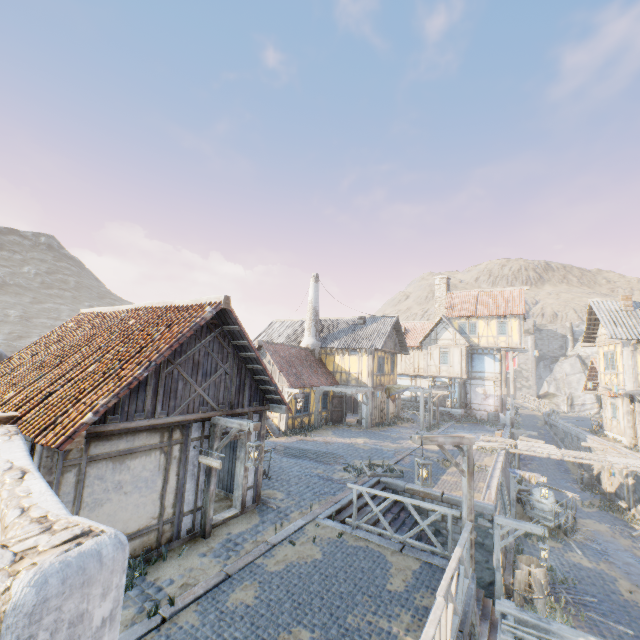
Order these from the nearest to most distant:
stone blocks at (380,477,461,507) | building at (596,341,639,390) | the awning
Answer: the awning → stone blocks at (380,477,461,507) → building at (596,341,639,390)

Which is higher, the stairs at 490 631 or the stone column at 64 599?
the stone column at 64 599

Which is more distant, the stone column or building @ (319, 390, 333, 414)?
building @ (319, 390, 333, 414)

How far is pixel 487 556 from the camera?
10.88m

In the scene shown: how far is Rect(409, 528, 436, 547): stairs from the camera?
11.2 meters

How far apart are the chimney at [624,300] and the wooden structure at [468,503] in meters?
21.2

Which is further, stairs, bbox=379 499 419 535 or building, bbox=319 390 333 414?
building, bbox=319 390 333 414
